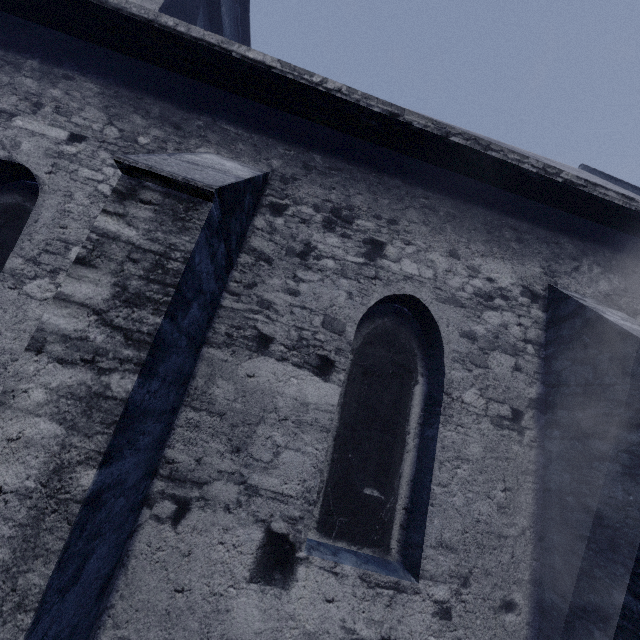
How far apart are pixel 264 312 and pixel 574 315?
3.30m
